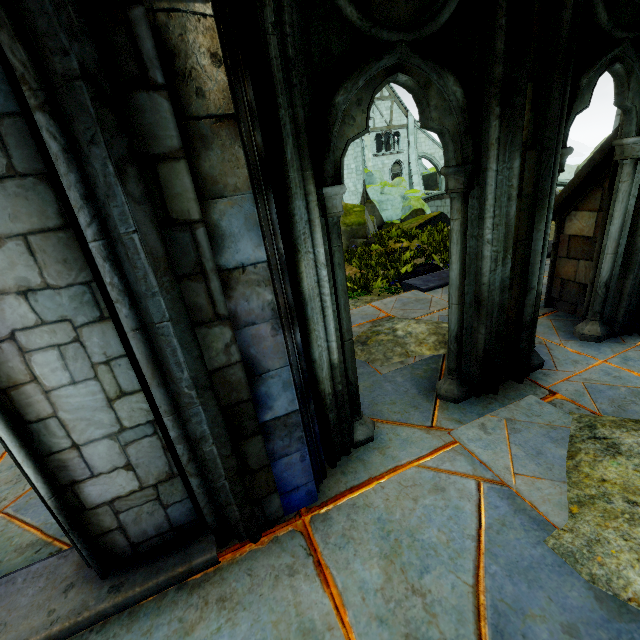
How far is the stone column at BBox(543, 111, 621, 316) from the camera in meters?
3.8

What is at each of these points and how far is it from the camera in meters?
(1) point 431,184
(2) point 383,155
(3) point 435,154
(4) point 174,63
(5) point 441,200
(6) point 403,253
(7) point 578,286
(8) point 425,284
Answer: (1) rock, 36.5
(2) building, 30.6
(3) buttress, 32.5
(4) stone column, 1.3
(5) bridge, 24.2
(6) plant, 8.7
(7) stone column, 4.4
(8) wall trim, 6.4

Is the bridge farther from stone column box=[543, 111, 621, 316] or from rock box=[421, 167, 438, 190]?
stone column box=[543, 111, 621, 316]

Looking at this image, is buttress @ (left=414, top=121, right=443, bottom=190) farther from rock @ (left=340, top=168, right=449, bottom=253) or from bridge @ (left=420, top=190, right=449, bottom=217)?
bridge @ (left=420, top=190, right=449, bottom=217)

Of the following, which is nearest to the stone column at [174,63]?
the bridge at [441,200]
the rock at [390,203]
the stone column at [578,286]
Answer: the stone column at [578,286]

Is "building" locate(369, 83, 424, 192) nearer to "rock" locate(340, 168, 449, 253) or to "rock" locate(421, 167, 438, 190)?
"rock" locate(340, 168, 449, 253)

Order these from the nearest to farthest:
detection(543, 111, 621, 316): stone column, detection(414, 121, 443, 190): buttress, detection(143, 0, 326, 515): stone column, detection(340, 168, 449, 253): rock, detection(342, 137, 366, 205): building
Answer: detection(143, 0, 326, 515): stone column, detection(543, 111, 621, 316): stone column, detection(340, 168, 449, 253): rock, detection(342, 137, 366, 205): building, detection(414, 121, 443, 190): buttress

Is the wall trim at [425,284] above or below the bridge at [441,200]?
above
